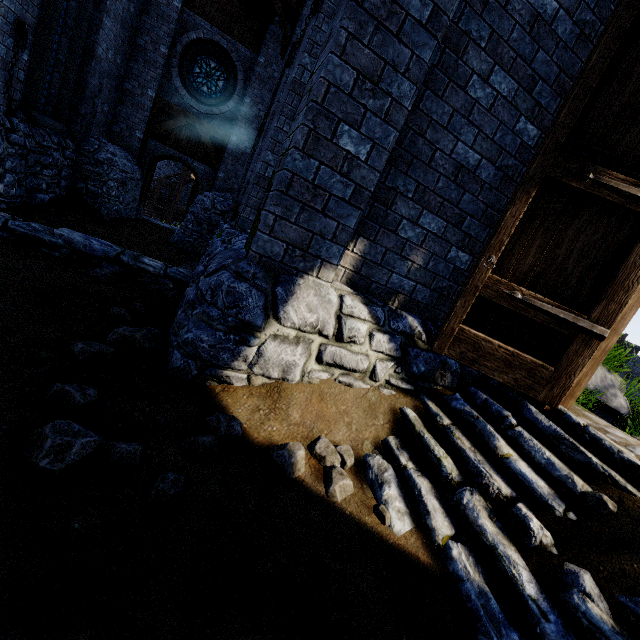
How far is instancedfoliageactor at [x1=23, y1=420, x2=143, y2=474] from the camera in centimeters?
156cm

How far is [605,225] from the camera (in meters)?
2.95

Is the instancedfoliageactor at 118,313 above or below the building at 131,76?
below

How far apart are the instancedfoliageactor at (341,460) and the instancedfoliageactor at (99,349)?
1.77m

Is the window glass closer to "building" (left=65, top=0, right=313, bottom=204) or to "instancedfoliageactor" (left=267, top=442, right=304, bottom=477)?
"building" (left=65, top=0, right=313, bottom=204)

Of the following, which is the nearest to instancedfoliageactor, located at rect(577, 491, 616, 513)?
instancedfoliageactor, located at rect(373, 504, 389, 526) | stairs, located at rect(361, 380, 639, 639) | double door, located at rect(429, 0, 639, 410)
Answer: stairs, located at rect(361, 380, 639, 639)

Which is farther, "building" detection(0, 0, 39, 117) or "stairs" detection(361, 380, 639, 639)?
"building" detection(0, 0, 39, 117)

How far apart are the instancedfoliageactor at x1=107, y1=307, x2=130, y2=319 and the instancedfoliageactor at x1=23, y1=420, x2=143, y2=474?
1.67m
